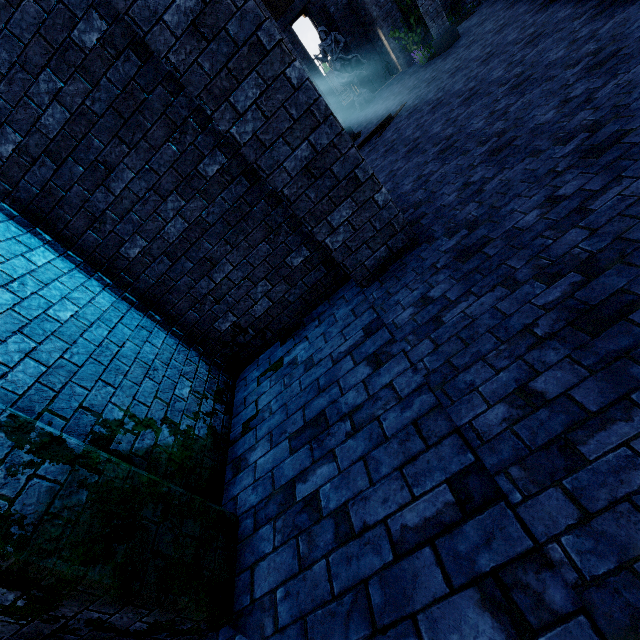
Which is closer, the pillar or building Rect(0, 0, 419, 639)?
building Rect(0, 0, 419, 639)

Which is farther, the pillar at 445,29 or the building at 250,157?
the pillar at 445,29

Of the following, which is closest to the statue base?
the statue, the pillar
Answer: the statue

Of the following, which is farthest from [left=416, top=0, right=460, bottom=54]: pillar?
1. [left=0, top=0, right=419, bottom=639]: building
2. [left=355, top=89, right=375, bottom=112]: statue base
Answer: [left=355, top=89, right=375, bottom=112]: statue base

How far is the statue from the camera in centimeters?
1579cm

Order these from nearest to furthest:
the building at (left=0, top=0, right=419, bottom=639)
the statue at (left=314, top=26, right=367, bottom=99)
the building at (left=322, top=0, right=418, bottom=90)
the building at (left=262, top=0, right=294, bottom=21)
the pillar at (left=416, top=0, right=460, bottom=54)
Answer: the building at (left=0, top=0, right=419, bottom=639), the pillar at (left=416, top=0, right=460, bottom=54), the building at (left=322, top=0, right=418, bottom=90), the statue at (left=314, top=26, right=367, bottom=99), the building at (left=262, top=0, right=294, bottom=21)

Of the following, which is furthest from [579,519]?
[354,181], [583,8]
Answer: [583,8]

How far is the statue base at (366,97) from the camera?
16.95m
